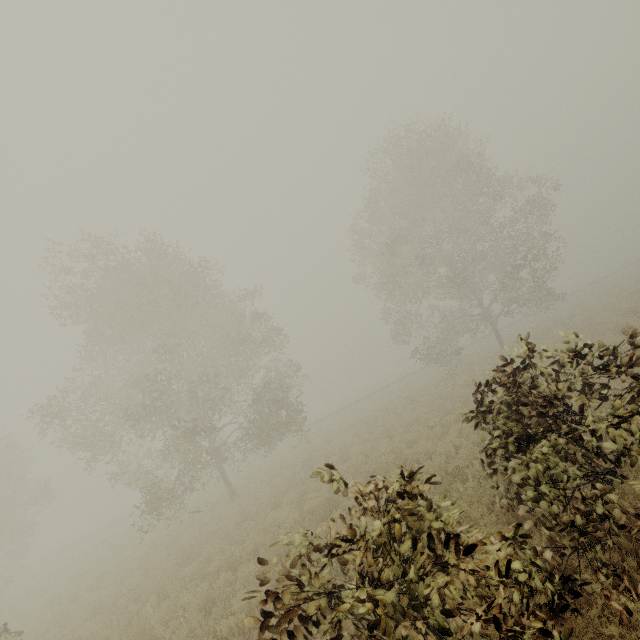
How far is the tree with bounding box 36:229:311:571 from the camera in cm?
1602

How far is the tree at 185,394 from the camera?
16.02m

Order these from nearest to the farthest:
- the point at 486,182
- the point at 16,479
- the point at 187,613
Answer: the point at 187,613
the point at 486,182
the point at 16,479
